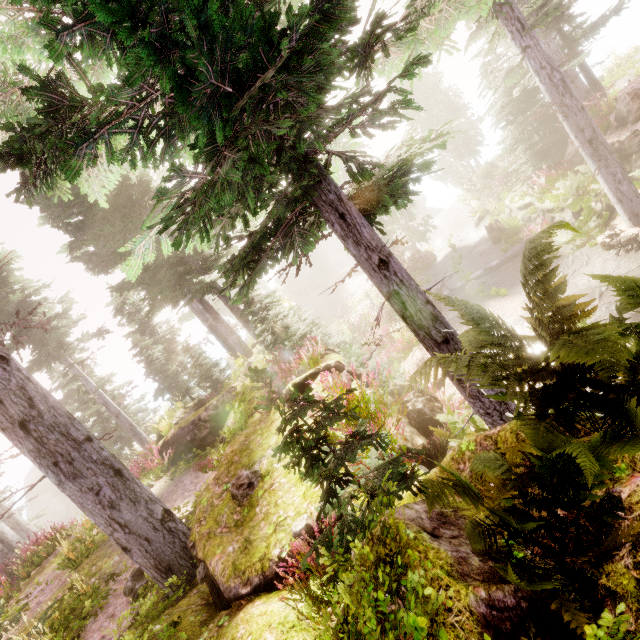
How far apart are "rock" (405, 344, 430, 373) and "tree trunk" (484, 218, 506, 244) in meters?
9.2

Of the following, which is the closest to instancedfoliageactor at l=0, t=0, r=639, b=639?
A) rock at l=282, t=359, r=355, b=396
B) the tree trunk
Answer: rock at l=282, t=359, r=355, b=396

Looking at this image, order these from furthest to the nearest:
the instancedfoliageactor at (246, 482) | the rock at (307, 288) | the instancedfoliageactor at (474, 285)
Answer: the rock at (307, 288) → the instancedfoliageactor at (474, 285) → the instancedfoliageactor at (246, 482)

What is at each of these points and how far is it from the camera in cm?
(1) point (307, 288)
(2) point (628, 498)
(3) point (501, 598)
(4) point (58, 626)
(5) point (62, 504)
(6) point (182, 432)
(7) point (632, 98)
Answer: (1) rock, 5534
(2) rock, 153
(3) rock, 150
(4) instancedfoliageactor, 705
(5) rock, 4969
(6) rock, 1349
(7) rock, 978

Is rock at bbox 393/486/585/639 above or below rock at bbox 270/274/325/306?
below

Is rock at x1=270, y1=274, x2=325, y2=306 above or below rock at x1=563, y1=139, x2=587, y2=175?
above

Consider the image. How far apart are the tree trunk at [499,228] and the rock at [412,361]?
9.23m

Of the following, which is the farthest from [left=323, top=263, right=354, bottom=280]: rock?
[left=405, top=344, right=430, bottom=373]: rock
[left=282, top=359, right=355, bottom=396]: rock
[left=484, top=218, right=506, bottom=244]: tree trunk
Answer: [left=405, top=344, right=430, bottom=373]: rock
